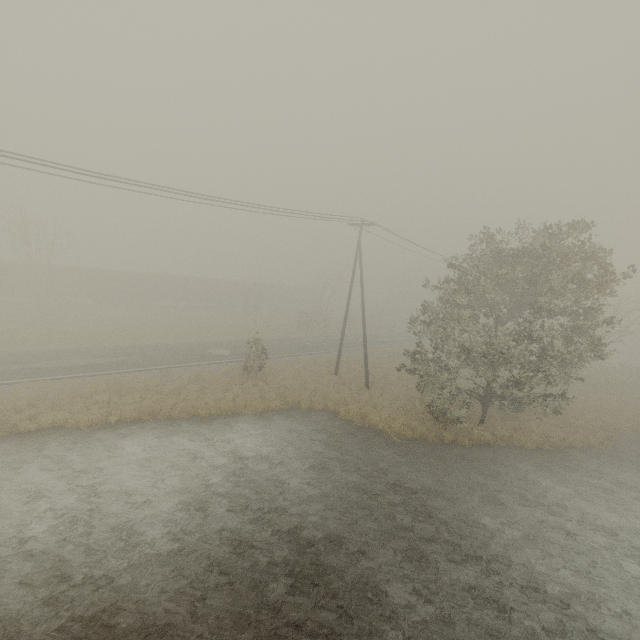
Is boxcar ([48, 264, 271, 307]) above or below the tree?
below

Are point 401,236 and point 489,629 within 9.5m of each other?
no

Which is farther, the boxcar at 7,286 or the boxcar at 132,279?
the boxcar at 132,279

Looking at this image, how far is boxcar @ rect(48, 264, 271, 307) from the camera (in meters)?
40.16

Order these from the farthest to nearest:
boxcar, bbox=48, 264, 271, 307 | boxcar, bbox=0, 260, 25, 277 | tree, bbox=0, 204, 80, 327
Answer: boxcar, bbox=48, 264, 271, 307
boxcar, bbox=0, 260, 25, 277
tree, bbox=0, 204, 80, 327

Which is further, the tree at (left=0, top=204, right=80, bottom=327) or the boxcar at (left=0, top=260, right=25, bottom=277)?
the boxcar at (left=0, top=260, right=25, bottom=277)

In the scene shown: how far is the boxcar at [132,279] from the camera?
40.16m

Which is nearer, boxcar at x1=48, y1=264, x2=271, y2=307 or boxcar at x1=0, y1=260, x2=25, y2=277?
boxcar at x1=0, y1=260, x2=25, y2=277
